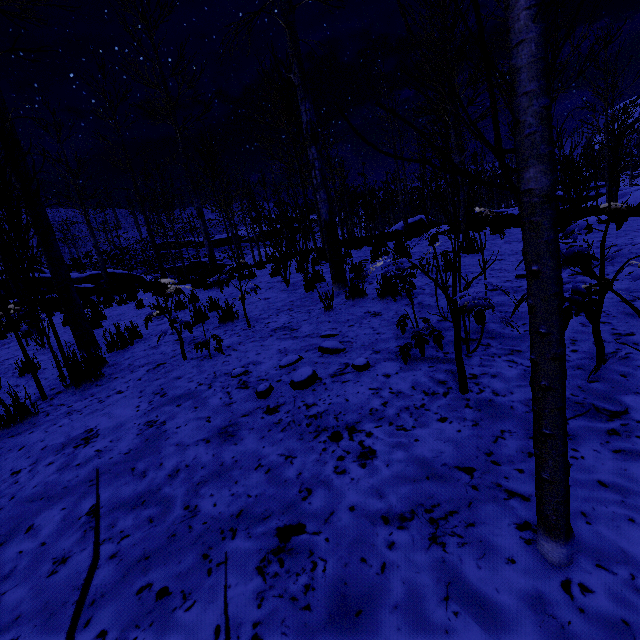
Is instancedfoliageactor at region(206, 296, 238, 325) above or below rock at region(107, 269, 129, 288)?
below

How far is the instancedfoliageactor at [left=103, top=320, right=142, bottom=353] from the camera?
4.70m

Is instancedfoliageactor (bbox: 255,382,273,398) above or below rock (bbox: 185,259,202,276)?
below

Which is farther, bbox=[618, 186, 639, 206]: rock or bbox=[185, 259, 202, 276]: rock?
bbox=[185, 259, 202, 276]: rock

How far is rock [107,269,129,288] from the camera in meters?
24.8

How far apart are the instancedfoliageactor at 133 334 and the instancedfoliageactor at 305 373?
3.44m

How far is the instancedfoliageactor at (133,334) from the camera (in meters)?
4.70

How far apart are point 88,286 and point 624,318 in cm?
2390
